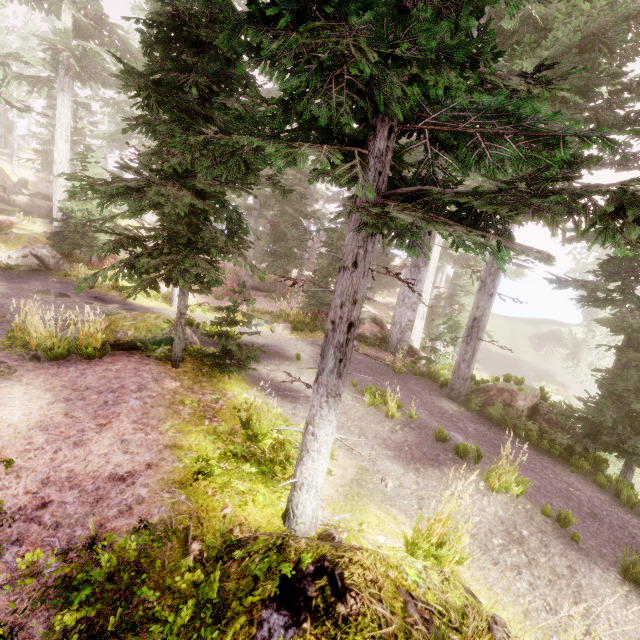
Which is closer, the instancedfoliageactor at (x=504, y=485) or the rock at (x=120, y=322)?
the instancedfoliageactor at (x=504, y=485)

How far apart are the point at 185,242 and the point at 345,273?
4.4m

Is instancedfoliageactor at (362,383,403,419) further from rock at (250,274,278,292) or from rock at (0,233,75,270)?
rock at (250,274,278,292)

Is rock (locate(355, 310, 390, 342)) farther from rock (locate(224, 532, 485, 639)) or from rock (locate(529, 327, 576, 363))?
rock (locate(529, 327, 576, 363))

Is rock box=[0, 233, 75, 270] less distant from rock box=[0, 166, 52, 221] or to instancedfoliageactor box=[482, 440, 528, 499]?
instancedfoliageactor box=[482, 440, 528, 499]

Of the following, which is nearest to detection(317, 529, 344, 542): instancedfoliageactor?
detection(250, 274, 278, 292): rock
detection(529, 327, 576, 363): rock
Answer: detection(529, 327, 576, 363): rock

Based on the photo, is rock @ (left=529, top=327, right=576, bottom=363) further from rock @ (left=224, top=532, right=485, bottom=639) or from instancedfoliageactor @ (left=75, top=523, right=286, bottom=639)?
rock @ (left=224, top=532, right=485, bottom=639)

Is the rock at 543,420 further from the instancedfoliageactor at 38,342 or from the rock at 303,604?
the rock at 303,604
